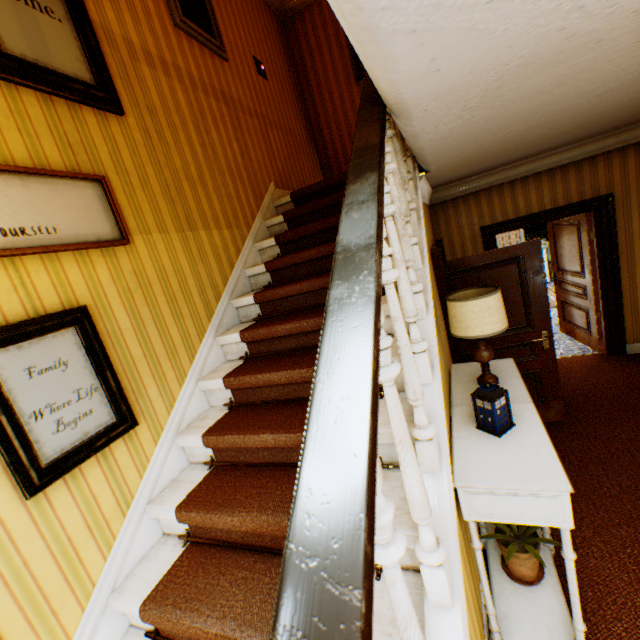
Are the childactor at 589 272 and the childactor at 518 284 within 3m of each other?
yes

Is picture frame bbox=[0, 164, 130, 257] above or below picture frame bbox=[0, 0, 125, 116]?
below

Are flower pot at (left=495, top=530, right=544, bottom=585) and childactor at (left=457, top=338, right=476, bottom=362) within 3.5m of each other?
yes

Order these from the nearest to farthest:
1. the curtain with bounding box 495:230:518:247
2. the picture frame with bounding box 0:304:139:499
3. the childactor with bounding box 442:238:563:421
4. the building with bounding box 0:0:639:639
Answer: the building with bounding box 0:0:639:639 < the picture frame with bounding box 0:304:139:499 < the childactor with bounding box 442:238:563:421 < the curtain with bounding box 495:230:518:247

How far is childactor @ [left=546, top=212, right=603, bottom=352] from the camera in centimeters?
490cm

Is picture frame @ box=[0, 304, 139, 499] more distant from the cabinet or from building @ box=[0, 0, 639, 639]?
the cabinet

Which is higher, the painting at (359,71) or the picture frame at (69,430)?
the painting at (359,71)

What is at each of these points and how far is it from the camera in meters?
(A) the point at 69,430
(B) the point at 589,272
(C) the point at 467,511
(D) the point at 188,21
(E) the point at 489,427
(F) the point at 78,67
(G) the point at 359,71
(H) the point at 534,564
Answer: (A) picture frame, 1.6
(B) childactor, 4.9
(C) cabinet, 1.8
(D) picture frame, 3.0
(E) tardis, 2.1
(F) picture frame, 2.0
(G) painting, 5.1
(H) flower pot, 2.3
